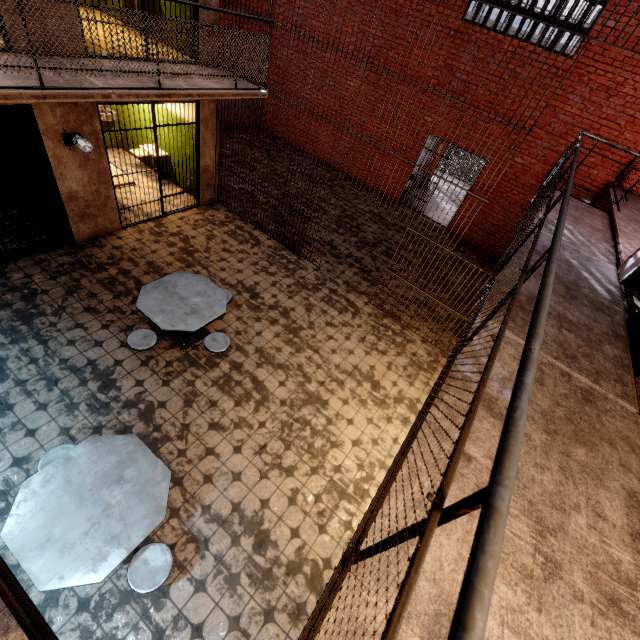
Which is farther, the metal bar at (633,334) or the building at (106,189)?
the building at (106,189)

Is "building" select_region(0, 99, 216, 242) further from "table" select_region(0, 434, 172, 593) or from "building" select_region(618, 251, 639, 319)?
"building" select_region(618, 251, 639, 319)

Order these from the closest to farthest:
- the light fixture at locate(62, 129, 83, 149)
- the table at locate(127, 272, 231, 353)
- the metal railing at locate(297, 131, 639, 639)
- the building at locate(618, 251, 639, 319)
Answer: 1. the metal railing at locate(297, 131, 639, 639)
2. the building at locate(618, 251, 639, 319)
3. the table at locate(127, 272, 231, 353)
4. the light fixture at locate(62, 129, 83, 149)

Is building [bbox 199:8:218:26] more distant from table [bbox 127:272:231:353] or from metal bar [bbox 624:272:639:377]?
metal bar [bbox 624:272:639:377]

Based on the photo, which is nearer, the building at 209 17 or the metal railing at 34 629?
the metal railing at 34 629

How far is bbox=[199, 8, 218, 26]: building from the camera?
5.8 meters

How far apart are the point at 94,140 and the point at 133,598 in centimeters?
671cm

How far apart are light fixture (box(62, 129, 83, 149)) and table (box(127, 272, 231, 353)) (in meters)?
2.46
